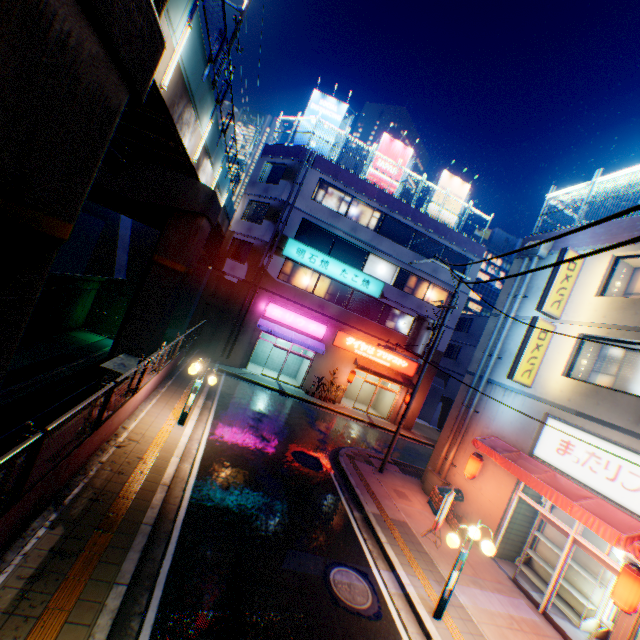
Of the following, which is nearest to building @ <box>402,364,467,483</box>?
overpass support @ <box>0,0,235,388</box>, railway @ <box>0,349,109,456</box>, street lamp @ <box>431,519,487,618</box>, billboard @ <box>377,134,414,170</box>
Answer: overpass support @ <box>0,0,235,388</box>

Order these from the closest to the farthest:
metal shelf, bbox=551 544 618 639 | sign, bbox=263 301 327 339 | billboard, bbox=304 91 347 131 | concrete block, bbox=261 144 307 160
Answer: A: metal shelf, bbox=551 544 618 639 → concrete block, bbox=261 144 307 160 → sign, bbox=263 301 327 339 → billboard, bbox=304 91 347 131

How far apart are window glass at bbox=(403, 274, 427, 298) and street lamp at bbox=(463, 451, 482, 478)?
14.47m

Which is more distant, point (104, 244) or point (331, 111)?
point (104, 244)

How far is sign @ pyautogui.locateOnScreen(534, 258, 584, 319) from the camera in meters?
11.9 m

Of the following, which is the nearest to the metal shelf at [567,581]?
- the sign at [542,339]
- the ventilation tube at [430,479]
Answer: the ventilation tube at [430,479]

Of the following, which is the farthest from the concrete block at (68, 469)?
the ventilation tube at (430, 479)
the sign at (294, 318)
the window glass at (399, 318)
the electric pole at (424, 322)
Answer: the window glass at (399, 318)

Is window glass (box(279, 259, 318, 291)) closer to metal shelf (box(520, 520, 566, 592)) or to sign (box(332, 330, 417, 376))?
sign (box(332, 330, 417, 376))
